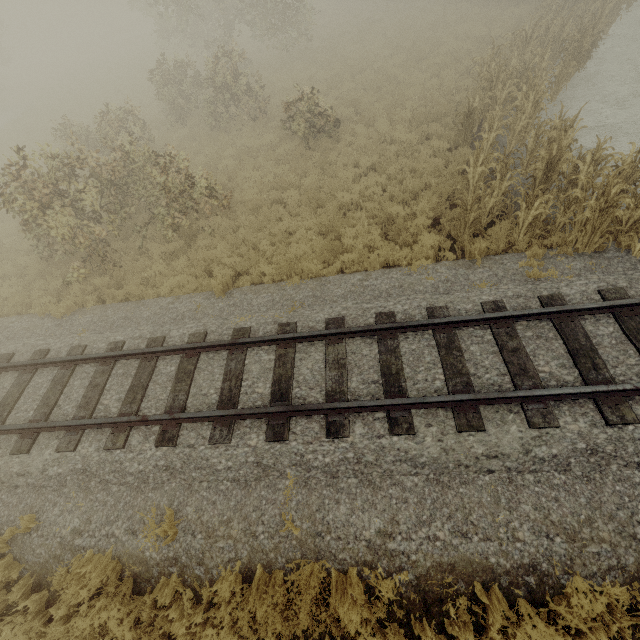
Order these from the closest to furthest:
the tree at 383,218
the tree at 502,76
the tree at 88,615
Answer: the tree at 88,615 → the tree at 502,76 → the tree at 383,218

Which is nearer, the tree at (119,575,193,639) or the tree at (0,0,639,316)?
the tree at (119,575,193,639)

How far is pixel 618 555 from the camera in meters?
4.0

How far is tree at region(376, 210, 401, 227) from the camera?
9.0 meters

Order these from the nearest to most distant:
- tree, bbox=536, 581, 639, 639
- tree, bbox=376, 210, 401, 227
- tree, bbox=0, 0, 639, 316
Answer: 1. tree, bbox=536, 581, 639, 639
2. tree, bbox=0, 0, 639, 316
3. tree, bbox=376, 210, 401, 227

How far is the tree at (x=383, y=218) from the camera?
9.0 meters
